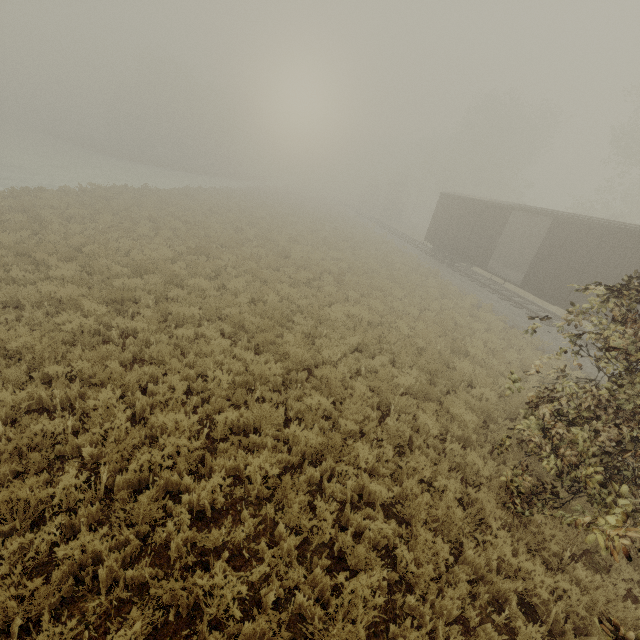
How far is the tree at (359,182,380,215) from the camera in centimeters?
5659cm

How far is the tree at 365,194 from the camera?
56.6 meters

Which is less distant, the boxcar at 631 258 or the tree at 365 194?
the boxcar at 631 258

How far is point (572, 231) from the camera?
14.00m

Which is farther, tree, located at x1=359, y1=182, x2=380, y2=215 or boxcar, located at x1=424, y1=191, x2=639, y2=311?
tree, located at x1=359, y1=182, x2=380, y2=215
